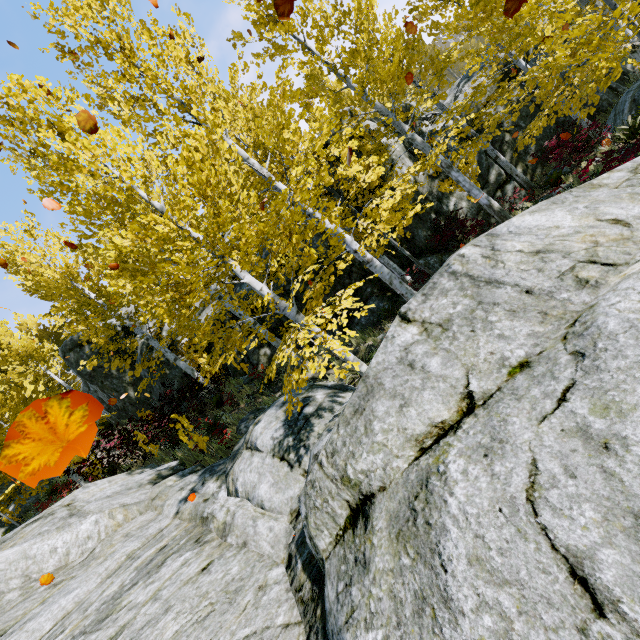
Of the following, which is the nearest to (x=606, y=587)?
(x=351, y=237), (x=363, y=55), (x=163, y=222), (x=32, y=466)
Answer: (x=32, y=466)

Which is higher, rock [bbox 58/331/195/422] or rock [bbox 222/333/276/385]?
rock [bbox 58/331/195/422]

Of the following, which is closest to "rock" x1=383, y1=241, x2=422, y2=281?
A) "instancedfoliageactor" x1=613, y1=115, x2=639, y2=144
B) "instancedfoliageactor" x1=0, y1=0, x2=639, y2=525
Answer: "instancedfoliageactor" x1=613, y1=115, x2=639, y2=144

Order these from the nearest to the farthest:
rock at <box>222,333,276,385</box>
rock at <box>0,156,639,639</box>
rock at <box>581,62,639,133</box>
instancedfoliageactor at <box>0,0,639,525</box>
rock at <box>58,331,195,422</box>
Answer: rock at <box>0,156,639,639</box> < instancedfoliageactor at <box>0,0,639,525</box> < rock at <box>581,62,639,133</box> < rock at <box>222,333,276,385</box> < rock at <box>58,331,195,422</box>

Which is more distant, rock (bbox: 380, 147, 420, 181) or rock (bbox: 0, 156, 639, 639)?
rock (bbox: 380, 147, 420, 181)

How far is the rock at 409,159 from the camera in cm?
1151

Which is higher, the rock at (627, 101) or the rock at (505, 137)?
the rock at (505, 137)
